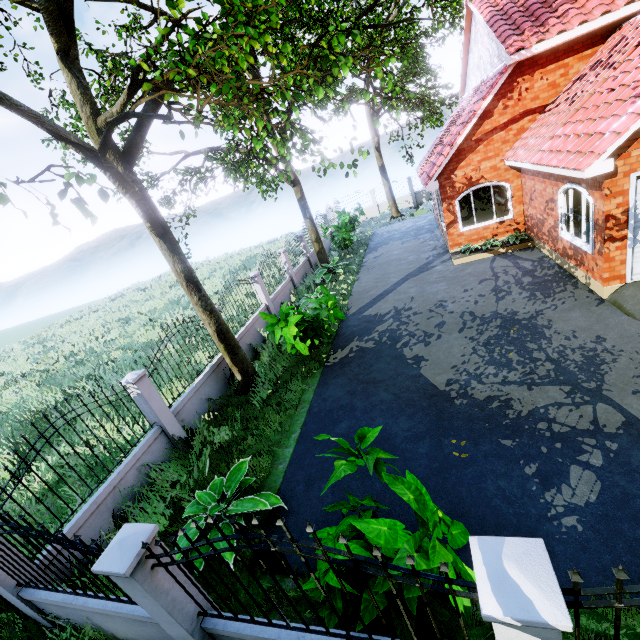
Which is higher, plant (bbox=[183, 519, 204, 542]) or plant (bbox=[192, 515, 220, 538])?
plant (bbox=[183, 519, 204, 542])

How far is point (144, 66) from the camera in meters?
4.7

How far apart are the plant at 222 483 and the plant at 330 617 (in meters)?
1.27

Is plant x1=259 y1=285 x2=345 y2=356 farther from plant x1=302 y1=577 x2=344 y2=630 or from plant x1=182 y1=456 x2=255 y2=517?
plant x1=302 y1=577 x2=344 y2=630

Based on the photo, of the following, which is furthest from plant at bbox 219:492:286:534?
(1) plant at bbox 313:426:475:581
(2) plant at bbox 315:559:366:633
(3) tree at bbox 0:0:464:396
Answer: (3) tree at bbox 0:0:464:396

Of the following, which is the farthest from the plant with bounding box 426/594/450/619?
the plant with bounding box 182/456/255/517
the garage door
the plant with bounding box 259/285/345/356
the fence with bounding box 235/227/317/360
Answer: the garage door

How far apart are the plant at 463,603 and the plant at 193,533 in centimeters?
246cm

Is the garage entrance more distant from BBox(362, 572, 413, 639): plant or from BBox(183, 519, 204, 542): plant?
BBox(183, 519, 204, 542): plant
